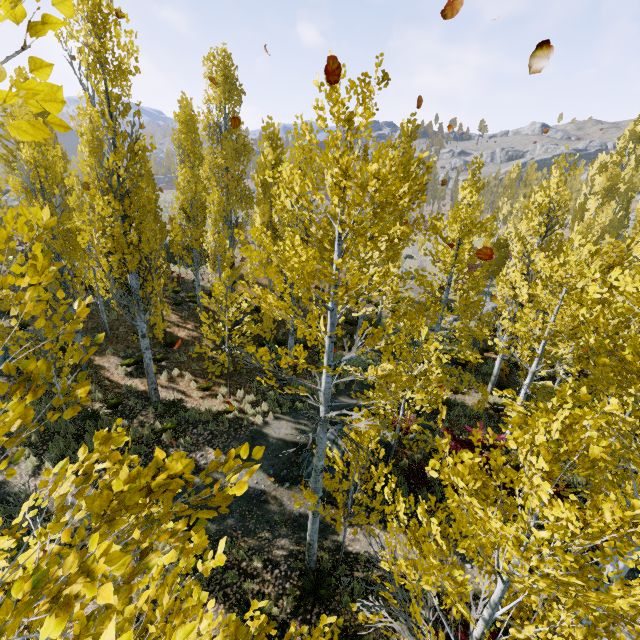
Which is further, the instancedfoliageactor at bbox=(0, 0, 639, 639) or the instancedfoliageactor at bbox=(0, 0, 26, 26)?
the instancedfoliageactor at bbox=(0, 0, 639, 639)

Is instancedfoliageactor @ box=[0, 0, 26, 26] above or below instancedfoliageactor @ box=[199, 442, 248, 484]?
above

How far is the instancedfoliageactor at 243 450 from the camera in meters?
1.5

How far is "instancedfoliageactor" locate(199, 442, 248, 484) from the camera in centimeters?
152cm

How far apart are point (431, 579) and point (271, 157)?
4.9 meters

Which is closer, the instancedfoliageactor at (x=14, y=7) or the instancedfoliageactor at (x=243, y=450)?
the instancedfoliageactor at (x=14, y=7)
